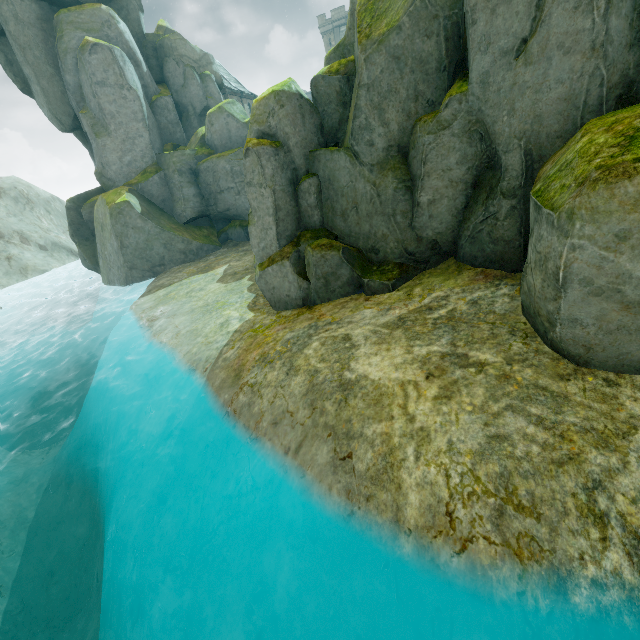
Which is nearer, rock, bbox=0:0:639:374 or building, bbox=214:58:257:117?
rock, bbox=0:0:639:374

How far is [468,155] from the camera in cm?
657

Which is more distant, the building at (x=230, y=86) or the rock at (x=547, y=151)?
the building at (x=230, y=86)

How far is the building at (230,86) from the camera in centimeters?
3612cm

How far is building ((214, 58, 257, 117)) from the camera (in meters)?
36.12
